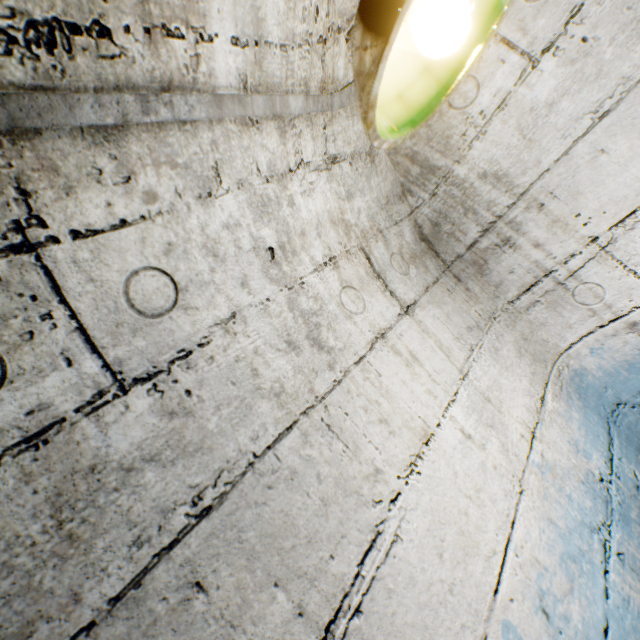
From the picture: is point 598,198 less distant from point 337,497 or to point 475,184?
point 475,184
